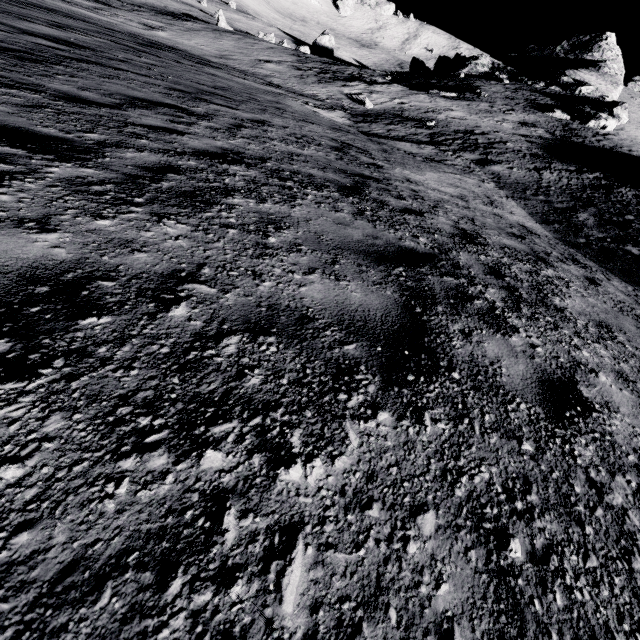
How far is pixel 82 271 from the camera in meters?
1.7 m
